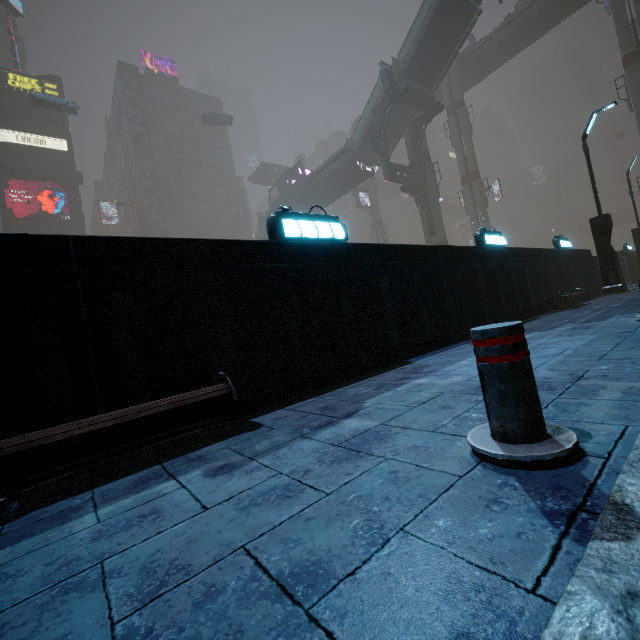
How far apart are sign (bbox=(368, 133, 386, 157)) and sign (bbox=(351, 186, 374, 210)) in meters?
20.3 m

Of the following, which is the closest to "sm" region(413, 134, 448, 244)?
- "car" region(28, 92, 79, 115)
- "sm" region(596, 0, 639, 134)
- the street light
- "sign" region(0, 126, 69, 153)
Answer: "car" region(28, 92, 79, 115)

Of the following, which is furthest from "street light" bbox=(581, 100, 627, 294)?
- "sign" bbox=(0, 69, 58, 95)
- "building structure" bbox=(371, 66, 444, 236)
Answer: "sign" bbox=(0, 69, 58, 95)

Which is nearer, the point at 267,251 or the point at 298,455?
the point at 298,455

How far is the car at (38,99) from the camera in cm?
3519

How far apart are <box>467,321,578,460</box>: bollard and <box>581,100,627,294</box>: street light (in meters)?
14.41

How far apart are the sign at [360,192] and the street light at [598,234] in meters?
37.4 m

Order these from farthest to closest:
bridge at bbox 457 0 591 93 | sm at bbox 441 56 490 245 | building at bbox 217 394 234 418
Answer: sm at bbox 441 56 490 245, bridge at bbox 457 0 591 93, building at bbox 217 394 234 418
